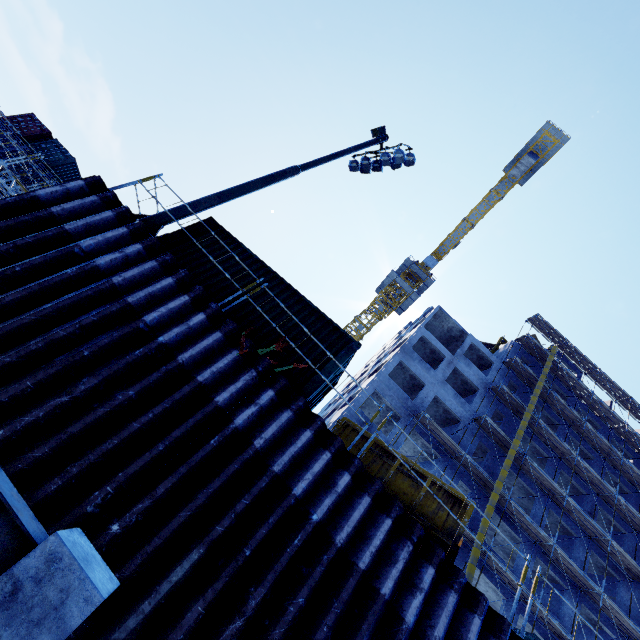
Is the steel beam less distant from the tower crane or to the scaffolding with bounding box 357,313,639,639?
the scaffolding with bounding box 357,313,639,639

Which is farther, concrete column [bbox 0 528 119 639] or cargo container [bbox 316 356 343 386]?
cargo container [bbox 316 356 343 386]

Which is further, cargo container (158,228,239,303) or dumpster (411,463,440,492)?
cargo container (158,228,239,303)

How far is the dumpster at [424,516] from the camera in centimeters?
669cm

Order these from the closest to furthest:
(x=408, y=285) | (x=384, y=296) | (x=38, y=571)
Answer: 1. (x=38, y=571)
2. (x=384, y=296)
3. (x=408, y=285)

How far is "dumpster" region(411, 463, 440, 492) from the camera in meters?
7.5 m

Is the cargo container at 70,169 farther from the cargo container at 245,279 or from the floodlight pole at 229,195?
the floodlight pole at 229,195

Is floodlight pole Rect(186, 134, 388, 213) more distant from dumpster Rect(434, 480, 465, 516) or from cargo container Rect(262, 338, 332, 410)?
dumpster Rect(434, 480, 465, 516)
